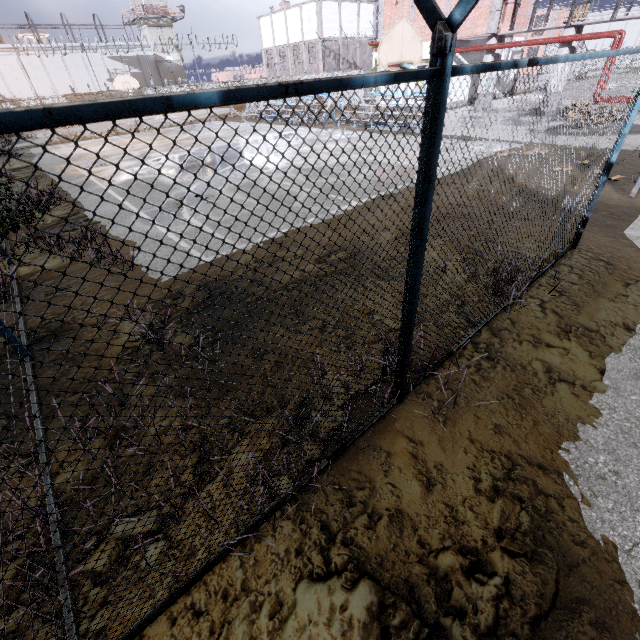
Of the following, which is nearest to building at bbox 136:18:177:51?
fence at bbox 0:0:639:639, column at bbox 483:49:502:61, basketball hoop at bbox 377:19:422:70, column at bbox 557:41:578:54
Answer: fence at bbox 0:0:639:639

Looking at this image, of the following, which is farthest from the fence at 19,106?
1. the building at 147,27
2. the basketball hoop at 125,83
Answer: the building at 147,27

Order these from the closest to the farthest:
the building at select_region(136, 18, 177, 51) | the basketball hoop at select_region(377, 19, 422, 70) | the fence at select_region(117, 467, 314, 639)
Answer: the fence at select_region(117, 467, 314, 639), the basketball hoop at select_region(377, 19, 422, 70), the building at select_region(136, 18, 177, 51)

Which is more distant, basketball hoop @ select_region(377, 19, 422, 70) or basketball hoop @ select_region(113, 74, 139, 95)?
basketball hoop @ select_region(113, 74, 139, 95)

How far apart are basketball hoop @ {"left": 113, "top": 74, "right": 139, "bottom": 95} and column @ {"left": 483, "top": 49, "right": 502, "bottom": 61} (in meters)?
24.75

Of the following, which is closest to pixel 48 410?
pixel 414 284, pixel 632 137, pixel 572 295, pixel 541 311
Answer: pixel 414 284

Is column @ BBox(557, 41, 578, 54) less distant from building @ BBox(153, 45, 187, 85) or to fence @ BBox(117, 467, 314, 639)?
fence @ BBox(117, 467, 314, 639)

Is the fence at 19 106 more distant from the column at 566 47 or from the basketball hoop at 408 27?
the column at 566 47
